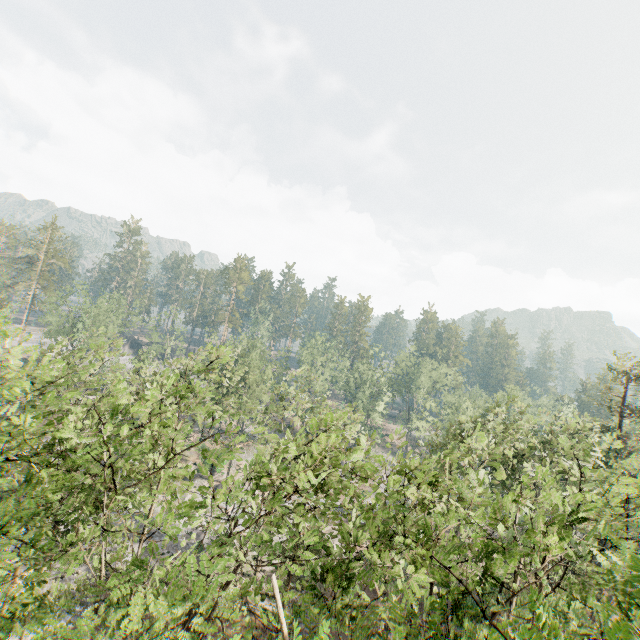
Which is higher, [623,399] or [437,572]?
[623,399]
